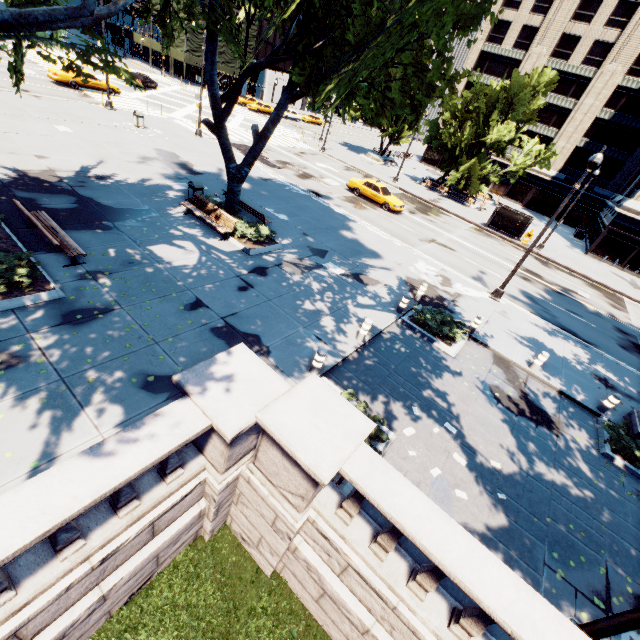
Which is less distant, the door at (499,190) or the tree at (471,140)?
the tree at (471,140)

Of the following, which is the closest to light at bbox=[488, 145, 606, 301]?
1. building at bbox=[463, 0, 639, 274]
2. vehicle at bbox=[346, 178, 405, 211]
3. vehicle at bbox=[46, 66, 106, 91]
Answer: vehicle at bbox=[346, 178, 405, 211]

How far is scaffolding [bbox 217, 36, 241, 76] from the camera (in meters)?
53.40

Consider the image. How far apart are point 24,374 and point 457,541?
8.36m

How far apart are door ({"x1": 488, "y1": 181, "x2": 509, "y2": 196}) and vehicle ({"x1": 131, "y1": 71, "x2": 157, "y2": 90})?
52.89m

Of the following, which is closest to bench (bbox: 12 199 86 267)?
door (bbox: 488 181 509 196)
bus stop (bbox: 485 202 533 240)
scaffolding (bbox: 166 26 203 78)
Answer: bus stop (bbox: 485 202 533 240)

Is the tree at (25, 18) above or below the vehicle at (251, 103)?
above

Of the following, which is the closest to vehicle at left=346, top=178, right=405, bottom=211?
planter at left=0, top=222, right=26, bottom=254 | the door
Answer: planter at left=0, top=222, right=26, bottom=254
